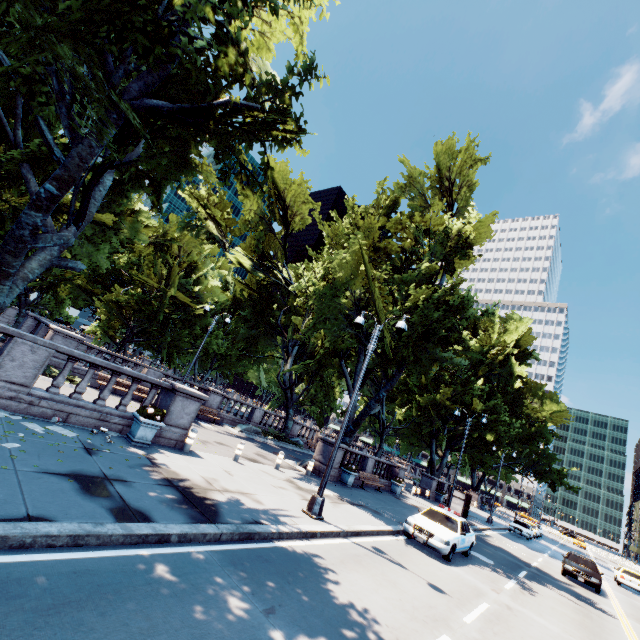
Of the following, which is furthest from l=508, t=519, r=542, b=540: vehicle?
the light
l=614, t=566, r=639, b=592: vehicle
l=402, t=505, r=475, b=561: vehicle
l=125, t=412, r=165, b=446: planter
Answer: l=125, t=412, r=165, b=446: planter

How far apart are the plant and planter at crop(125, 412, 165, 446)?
0.0m

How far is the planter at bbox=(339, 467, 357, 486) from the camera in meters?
19.1 m

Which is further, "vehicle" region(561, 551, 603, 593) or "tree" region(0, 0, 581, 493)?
"vehicle" region(561, 551, 603, 593)

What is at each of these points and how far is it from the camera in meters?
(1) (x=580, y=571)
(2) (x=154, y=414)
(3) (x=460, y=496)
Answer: (1) vehicle, 19.0 m
(2) plant, 10.3 m
(3) bus stop, 23.7 m

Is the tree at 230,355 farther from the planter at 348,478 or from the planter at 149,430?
the planter at 149,430

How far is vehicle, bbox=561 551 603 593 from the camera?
18.6 meters

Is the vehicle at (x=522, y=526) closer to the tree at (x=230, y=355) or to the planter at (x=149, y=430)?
the tree at (x=230, y=355)
